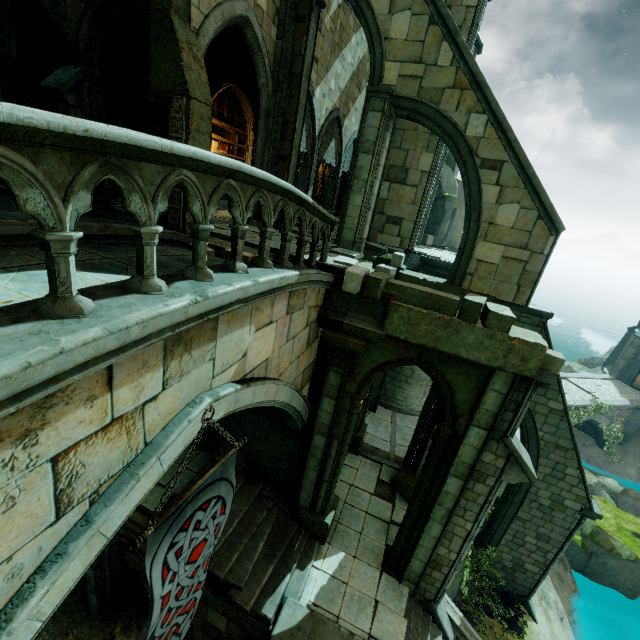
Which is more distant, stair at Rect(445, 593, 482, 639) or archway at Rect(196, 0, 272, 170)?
stair at Rect(445, 593, 482, 639)

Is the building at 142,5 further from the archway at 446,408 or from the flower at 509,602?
the flower at 509,602

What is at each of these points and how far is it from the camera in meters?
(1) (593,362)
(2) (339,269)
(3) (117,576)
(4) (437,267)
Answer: (1) rock, 32.6 m
(2) stone column, 7.2 m
(3) archway, 10.1 m
(4) building, 14.2 m

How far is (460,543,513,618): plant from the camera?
11.8m

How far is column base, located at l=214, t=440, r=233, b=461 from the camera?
10.1 meters

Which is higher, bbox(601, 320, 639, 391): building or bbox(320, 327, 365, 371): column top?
bbox(320, 327, 365, 371): column top

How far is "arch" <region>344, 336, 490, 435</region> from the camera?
6.8m

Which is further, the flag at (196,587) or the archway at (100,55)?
the archway at (100,55)
